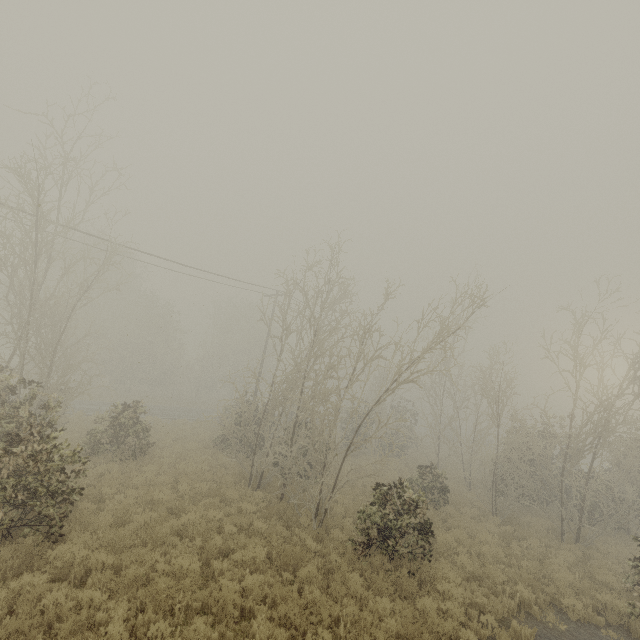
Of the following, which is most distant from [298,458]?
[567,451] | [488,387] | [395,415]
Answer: [395,415]
